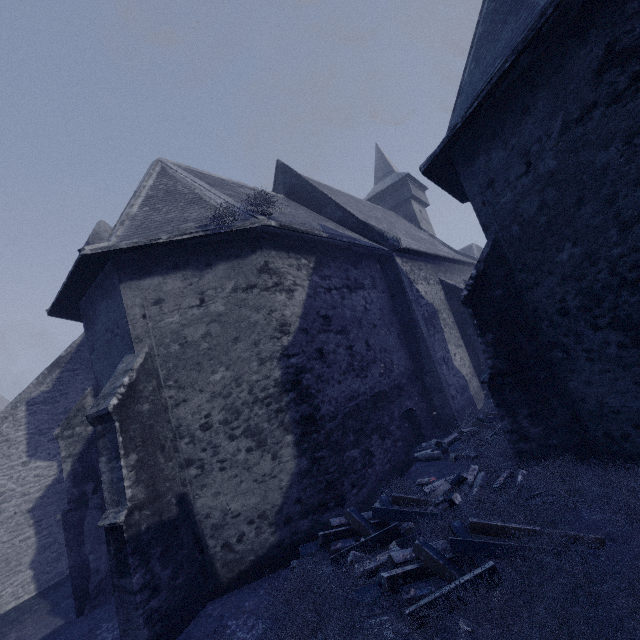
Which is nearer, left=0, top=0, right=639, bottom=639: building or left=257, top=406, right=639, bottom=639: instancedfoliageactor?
left=257, top=406, right=639, bottom=639: instancedfoliageactor

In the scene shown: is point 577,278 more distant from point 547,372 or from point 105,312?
point 105,312

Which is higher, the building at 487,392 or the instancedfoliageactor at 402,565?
the building at 487,392

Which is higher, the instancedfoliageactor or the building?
the building

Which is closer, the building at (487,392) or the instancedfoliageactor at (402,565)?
the instancedfoliageactor at (402,565)
